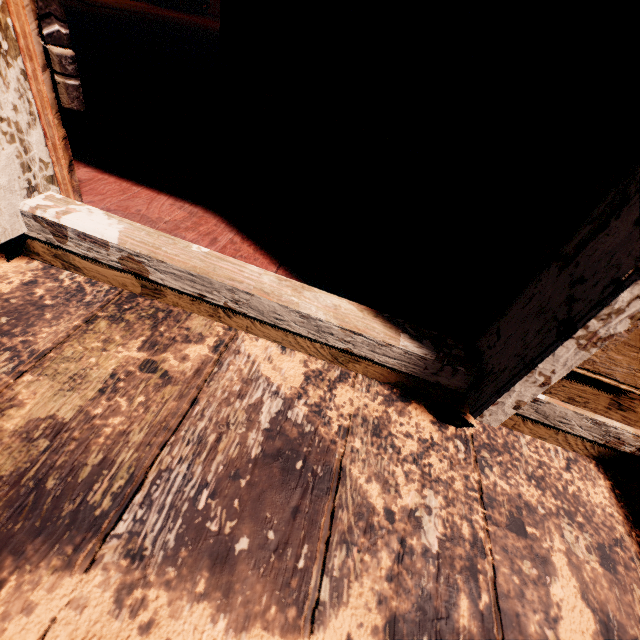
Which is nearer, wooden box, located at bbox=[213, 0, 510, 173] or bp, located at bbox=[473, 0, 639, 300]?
bp, located at bbox=[473, 0, 639, 300]

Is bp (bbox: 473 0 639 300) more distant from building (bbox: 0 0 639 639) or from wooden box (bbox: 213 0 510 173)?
wooden box (bbox: 213 0 510 173)

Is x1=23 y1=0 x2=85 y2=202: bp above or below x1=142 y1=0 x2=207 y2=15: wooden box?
above

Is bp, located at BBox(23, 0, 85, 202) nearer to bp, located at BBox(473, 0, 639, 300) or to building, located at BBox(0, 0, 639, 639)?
building, located at BBox(0, 0, 639, 639)

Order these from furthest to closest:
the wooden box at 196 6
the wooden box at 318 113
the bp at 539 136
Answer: the wooden box at 196 6 → the wooden box at 318 113 → the bp at 539 136

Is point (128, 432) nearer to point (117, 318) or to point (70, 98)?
point (117, 318)

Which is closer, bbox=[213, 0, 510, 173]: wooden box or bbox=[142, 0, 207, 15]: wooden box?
bbox=[213, 0, 510, 173]: wooden box

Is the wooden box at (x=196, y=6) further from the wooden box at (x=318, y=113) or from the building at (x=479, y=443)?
the wooden box at (x=318, y=113)
